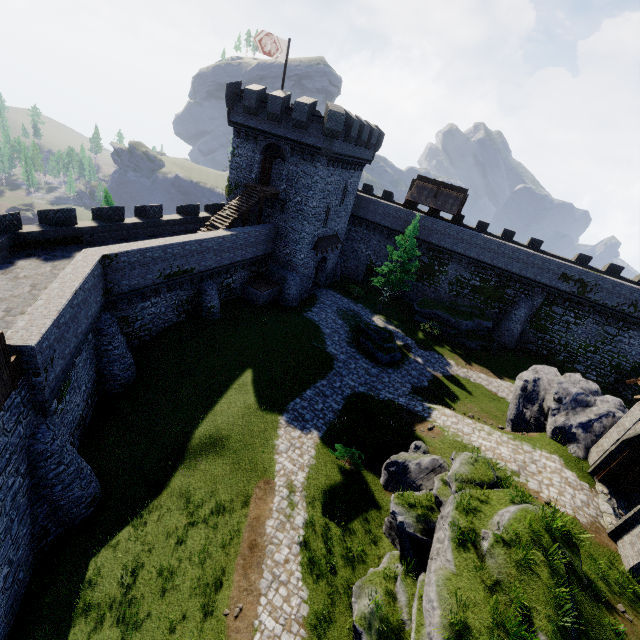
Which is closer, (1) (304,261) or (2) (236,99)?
(2) (236,99)

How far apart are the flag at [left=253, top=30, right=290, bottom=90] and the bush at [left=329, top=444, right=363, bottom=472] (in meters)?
27.86

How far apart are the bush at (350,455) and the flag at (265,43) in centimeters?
2786cm

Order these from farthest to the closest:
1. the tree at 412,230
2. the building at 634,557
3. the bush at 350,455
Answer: the tree at 412,230
the bush at 350,455
the building at 634,557

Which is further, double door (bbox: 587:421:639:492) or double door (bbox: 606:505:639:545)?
double door (bbox: 587:421:639:492)

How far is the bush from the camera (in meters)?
16.77

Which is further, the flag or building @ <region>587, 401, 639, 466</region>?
the flag

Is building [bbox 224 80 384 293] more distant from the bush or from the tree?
the bush
